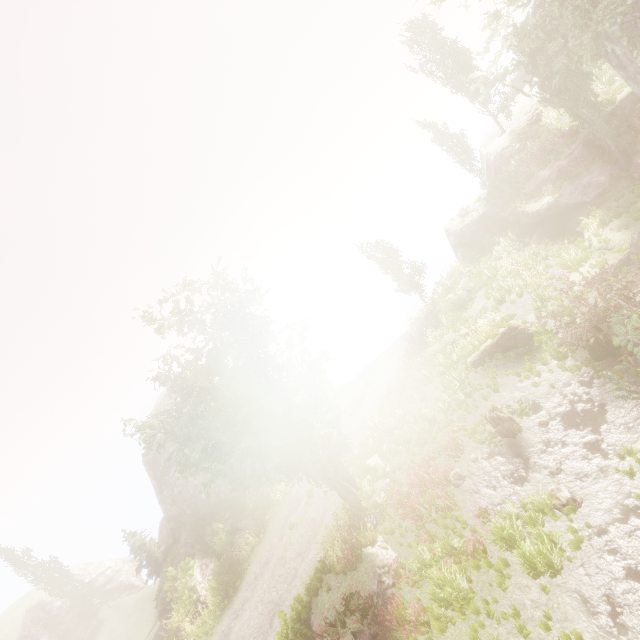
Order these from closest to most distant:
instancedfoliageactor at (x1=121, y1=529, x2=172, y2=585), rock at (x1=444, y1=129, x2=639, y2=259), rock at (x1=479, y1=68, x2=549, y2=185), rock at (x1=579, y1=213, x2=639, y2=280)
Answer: rock at (x1=579, y1=213, x2=639, y2=280) → rock at (x1=444, y1=129, x2=639, y2=259) → rock at (x1=479, y1=68, x2=549, y2=185) → instancedfoliageactor at (x1=121, y1=529, x2=172, y2=585)

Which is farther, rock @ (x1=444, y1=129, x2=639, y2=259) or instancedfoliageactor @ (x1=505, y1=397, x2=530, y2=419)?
rock @ (x1=444, y1=129, x2=639, y2=259)

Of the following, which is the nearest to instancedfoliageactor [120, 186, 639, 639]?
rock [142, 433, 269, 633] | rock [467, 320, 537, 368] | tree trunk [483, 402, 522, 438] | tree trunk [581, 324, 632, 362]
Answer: rock [142, 433, 269, 633]

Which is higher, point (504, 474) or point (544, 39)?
point (544, 39)

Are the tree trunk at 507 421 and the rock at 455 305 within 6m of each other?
no

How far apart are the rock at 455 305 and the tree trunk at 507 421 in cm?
1044

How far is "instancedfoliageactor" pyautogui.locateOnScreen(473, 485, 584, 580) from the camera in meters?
8.7

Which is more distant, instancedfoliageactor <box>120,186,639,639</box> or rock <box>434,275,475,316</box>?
rock <box>434,275,475,316</box>
